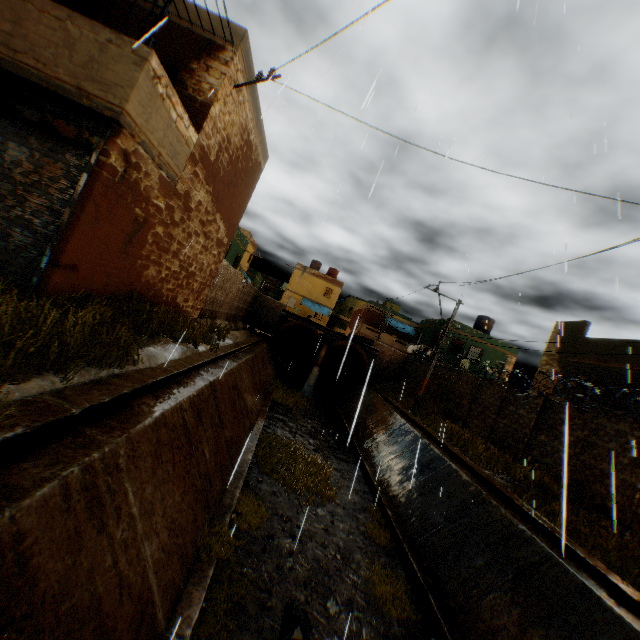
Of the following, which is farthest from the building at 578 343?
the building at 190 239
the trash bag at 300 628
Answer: the trash bag at 300 628

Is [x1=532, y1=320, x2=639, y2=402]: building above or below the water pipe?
above

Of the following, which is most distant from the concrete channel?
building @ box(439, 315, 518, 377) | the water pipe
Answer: building @ box(439, 315, 518, 377)

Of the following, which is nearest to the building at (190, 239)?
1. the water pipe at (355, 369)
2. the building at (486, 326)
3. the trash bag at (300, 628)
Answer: the building at (486, 326)

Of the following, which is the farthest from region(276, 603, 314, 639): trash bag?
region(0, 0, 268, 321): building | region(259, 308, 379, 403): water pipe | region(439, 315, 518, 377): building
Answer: region(439, 315, 518, 377): building

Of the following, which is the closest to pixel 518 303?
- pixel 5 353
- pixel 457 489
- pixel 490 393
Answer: pixel 457 489

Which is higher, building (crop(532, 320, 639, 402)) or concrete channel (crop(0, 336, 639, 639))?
building (crop(532, 320, 639, 402))

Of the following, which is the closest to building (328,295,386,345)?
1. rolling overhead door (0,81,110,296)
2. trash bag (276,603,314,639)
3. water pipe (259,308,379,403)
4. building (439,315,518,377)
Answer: rolling overhead door (0,81,110,296)
